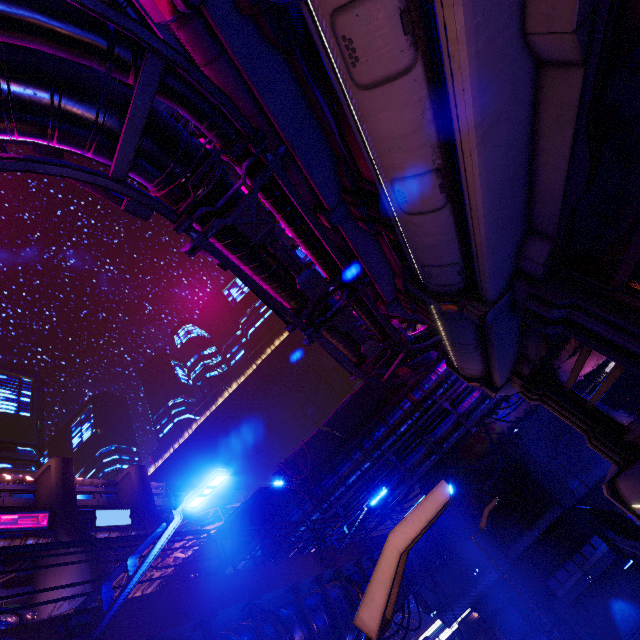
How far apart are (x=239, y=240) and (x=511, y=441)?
30.53m

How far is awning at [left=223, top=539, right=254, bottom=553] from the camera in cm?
2228

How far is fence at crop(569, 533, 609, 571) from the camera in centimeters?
2302cm

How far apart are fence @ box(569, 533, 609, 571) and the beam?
0.0m

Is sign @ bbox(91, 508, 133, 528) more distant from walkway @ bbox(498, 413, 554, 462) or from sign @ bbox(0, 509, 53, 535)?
walkway @ bbox(498, 413, 554, 462)

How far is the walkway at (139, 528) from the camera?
51.8 meters

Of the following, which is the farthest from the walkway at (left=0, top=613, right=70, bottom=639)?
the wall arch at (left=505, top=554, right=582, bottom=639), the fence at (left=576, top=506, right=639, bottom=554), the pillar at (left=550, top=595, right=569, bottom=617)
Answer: the pillar at (left=550, top=595, right=569, bottom=617)

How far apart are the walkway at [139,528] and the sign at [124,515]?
0.0m
